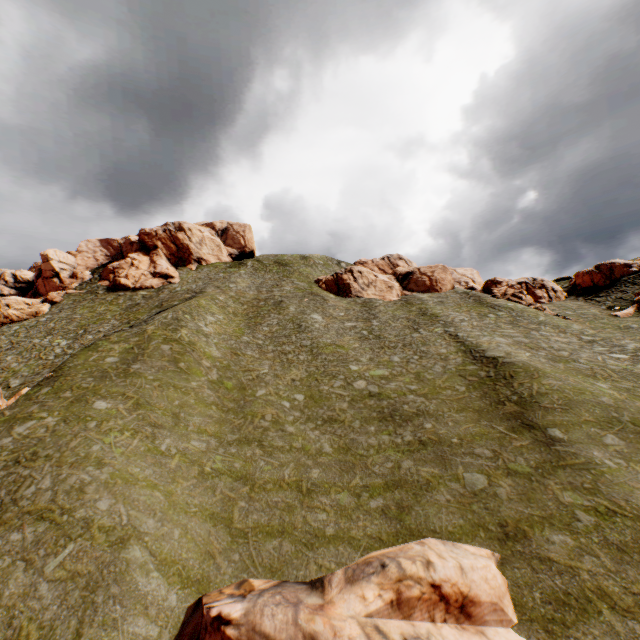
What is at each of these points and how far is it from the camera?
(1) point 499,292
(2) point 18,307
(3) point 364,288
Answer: (1) rock, 50.0 meters
(2) rock, 49.4 meters
(3) rock, 58.9 meters

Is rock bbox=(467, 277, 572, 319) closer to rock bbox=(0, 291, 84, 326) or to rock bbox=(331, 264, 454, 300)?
Result: rock bbox=(331, 264, 454, 300)

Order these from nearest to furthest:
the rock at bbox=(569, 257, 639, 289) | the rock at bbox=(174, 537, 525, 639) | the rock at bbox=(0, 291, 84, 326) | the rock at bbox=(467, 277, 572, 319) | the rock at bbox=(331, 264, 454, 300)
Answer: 1. the rock at bbox=(174, 537, 525, 639)
2. the rock at bbox=(467, 277, 572, 319)
3. the rock at bbox=(0, 291, 84, 326)
4. the rock at bbox=(569, 257, 639, 289)
5. the rock at bbox=(331, 264, 454, 300)

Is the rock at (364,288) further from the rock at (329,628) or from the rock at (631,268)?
the rock at (329,628)

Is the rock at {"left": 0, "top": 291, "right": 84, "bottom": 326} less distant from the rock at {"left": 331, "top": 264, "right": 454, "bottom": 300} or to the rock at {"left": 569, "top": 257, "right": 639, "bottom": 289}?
the rock at {"left": 569, "top": 257, "right": 639, "bottom": 289}

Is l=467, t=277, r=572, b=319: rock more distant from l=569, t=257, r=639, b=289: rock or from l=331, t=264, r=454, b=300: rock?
l=331, t=264, r=454, b=300: rock

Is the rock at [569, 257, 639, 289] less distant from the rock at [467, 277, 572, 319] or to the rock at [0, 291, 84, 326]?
the rock at [467, 277, 572, 319]
